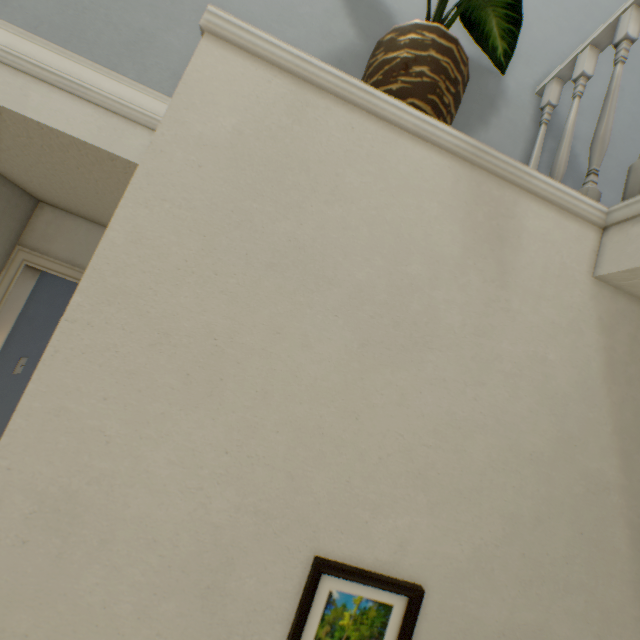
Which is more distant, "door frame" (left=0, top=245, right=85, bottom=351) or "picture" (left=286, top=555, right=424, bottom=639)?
"door frame" (left=0, top=245, right=85, bottom=351)

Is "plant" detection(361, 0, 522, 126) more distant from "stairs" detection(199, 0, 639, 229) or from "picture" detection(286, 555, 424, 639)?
"picture" detection(286, 555, 424, 639)

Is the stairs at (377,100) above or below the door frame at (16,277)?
above

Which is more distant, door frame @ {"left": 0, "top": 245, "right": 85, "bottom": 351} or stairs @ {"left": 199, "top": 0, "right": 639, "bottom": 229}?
door frame @ {"left": 0, "top": 245, "right": 85, "bottom": 351}

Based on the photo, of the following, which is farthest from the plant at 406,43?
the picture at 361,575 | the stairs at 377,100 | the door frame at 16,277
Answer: the door frame at 16,277

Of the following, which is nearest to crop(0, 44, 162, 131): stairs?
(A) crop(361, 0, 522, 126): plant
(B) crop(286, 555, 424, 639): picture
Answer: (A) crop(361, 0, 522, 126): plant

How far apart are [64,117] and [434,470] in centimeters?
139cm

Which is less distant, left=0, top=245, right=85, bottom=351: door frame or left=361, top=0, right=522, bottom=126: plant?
left=361, top=0, right=522, bottom=126: plant
